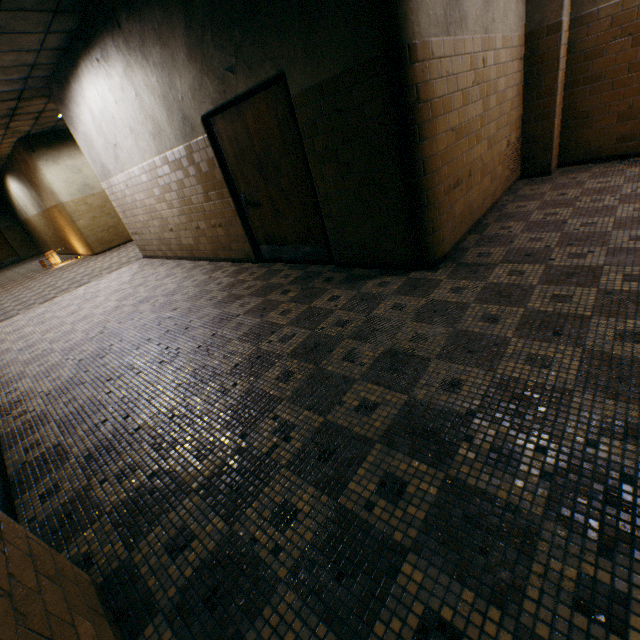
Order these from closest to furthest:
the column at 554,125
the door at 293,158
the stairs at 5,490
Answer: the stairs at 5,490
the door at 293,158
the column at 554,125

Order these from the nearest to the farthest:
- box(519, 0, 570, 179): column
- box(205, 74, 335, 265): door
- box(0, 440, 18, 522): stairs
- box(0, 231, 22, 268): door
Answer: box(0, 440, 18, 522): stairs
box(205, 74, 335, 265): door
box(519, 0, 570, 179): column
box(0, 231, 22, 268): door

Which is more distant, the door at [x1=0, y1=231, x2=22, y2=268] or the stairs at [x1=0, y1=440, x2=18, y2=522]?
the door at [x1=0, y1=231, x2=22, y2=268]

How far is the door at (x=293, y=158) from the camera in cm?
374

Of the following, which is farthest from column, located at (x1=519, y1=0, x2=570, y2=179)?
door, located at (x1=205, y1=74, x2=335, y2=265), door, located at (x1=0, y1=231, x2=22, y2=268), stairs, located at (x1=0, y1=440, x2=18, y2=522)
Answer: door, located at (x1=0, y1=231, x2=22, y2=268)

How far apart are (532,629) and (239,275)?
4.97m

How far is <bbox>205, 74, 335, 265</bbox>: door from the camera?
3.74m
